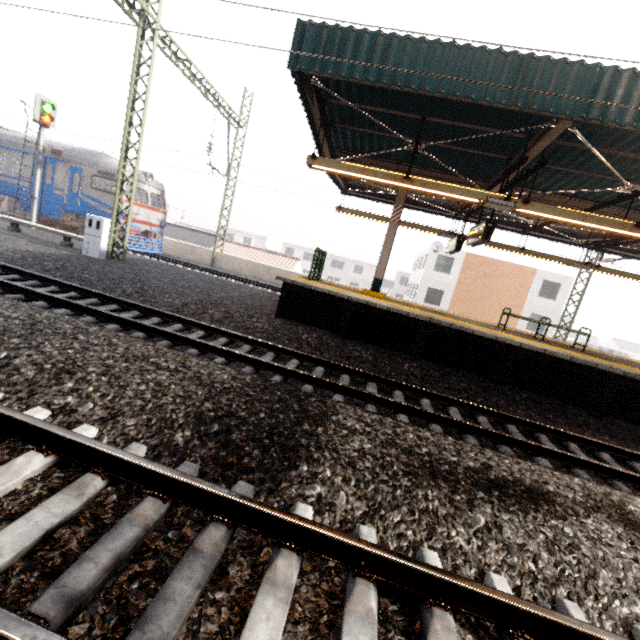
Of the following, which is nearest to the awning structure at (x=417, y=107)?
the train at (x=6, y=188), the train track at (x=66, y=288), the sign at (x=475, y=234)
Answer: the sign at (x=475, y=234)

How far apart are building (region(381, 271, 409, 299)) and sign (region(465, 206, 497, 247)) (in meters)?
45.80

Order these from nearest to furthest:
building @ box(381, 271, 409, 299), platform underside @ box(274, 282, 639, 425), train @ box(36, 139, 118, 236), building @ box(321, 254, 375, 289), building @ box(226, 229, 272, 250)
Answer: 1. platform underside @ box(274, 282, 639, 425)
2. train @ box(36, 139, 118, 236)
3. building @ box(381, 271, 409, 299)
4. building @ box(321, 254, 375, 289)
5. building @ box(226, 229, 272, 250)

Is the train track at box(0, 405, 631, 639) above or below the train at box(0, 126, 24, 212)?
below

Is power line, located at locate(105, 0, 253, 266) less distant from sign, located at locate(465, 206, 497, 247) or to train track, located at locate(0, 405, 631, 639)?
train track, located at locate(0, 405, 631, 639)

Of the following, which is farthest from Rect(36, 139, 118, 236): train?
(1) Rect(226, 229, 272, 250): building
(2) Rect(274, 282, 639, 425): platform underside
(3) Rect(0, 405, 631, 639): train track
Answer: (1) Rect(226, 229, 272, 250): building

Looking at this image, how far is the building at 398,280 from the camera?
54.1 meters

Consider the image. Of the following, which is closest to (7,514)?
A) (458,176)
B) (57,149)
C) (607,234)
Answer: (458,176)
